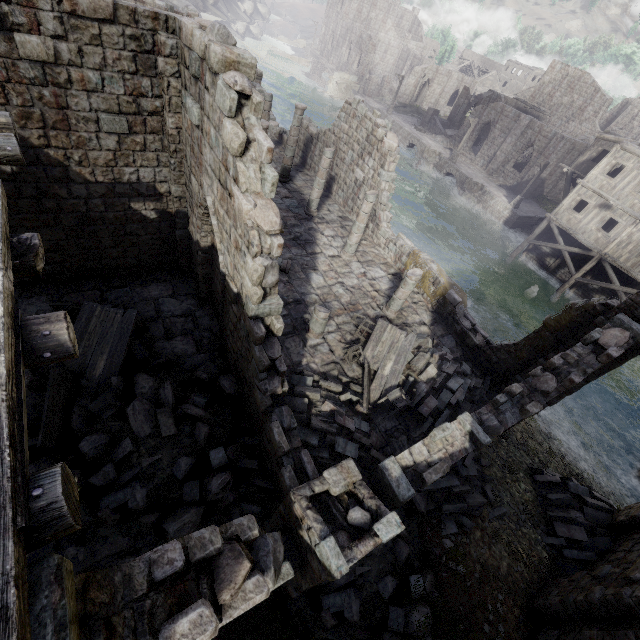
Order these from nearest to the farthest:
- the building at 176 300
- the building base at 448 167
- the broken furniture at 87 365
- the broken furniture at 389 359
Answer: the building at 176 300, the broken furniture at 87 365, the broken furniture at 389 359, the building base at 448 167

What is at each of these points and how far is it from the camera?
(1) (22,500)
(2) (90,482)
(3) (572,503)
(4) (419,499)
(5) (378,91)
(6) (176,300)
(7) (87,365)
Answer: (1) wooden plank rubble, 1.7m
(2) rubble, 6.3m
(3) rubble, 10.9m
(4) rubble, 8.7m
(5) building, 54.3m
(6) building, 10.4m
(7) broken furniture, 7.9m

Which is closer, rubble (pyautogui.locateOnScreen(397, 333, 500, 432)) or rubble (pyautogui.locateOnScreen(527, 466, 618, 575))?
rubble (pyautogui.locateOnScreen(527, 466, 618, 575))

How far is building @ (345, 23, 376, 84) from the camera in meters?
53.8

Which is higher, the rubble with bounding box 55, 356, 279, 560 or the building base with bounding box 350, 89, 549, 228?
the rubble with bounding box 55, 356, 279, 560

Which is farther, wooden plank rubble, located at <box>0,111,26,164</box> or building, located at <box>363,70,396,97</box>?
building, located at <box>363,70,396,97</box>

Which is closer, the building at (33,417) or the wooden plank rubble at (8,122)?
the wooden plank rubble at (8,122)

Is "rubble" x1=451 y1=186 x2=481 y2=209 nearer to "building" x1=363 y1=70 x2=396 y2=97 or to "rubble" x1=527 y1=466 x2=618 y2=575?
"building" x1=363 y1=70 x2=396 y2=97
